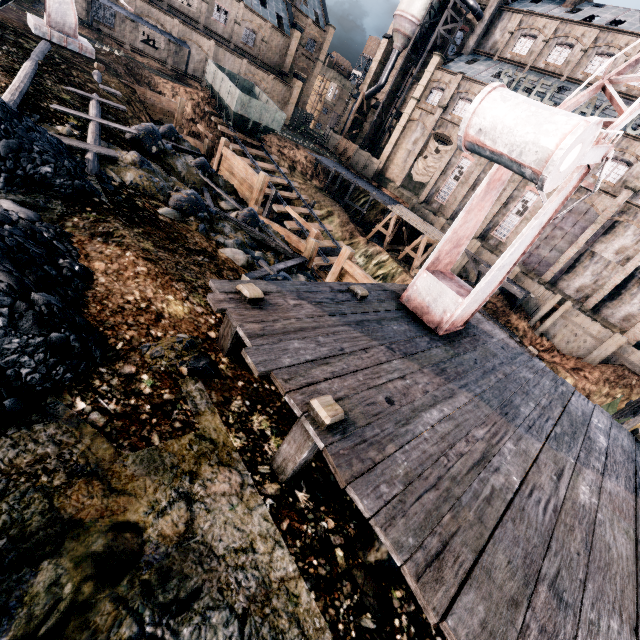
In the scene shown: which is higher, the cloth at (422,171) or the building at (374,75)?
the building at (374,75)

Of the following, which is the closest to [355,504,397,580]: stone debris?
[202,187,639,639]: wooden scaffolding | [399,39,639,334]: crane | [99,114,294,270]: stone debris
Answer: [202,187,639,639]: wooden scaffolding

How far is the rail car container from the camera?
28.25m

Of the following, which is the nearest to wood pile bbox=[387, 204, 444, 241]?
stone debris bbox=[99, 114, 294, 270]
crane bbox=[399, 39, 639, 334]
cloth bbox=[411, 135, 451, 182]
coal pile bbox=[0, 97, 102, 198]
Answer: cloth bbox=[411, 135, 451, 182]

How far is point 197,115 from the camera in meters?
30.3

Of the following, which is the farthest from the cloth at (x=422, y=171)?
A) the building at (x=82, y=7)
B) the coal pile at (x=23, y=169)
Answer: the coal pile at (x=23, y=169)

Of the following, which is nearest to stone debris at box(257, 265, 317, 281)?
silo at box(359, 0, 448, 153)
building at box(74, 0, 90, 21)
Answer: building at box(74, 0, 90, 21)

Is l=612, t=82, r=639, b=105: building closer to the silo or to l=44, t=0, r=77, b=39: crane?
the silo
